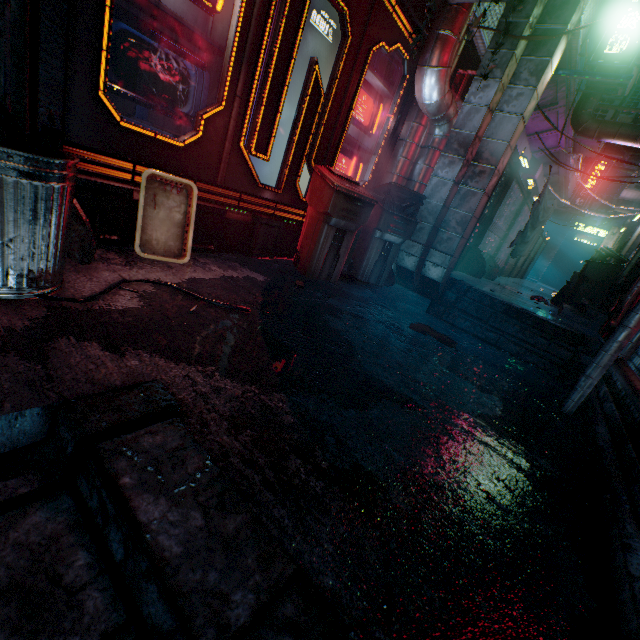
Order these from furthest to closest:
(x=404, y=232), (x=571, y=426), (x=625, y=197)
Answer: (x=625, y=197) < (x=404, y=232) < (x=571, y=426)

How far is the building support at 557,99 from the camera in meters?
Answer: 5.4 m

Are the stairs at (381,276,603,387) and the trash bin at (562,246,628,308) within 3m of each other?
yes

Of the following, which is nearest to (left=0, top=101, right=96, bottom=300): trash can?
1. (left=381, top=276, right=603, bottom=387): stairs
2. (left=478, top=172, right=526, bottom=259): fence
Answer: (left=381, top=276, right=603, bottom=387): stairs

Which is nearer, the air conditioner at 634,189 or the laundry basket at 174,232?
the laundry basket at 174,232

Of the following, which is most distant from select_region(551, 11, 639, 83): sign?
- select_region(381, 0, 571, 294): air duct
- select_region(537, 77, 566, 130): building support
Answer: select_region(381, 0, 571, 294): air duct

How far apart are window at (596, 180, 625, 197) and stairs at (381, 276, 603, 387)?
16.6 meters

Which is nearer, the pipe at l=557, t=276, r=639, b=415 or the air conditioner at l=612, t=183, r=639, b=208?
the pipe at l=557, t=276, r=639, b=415
